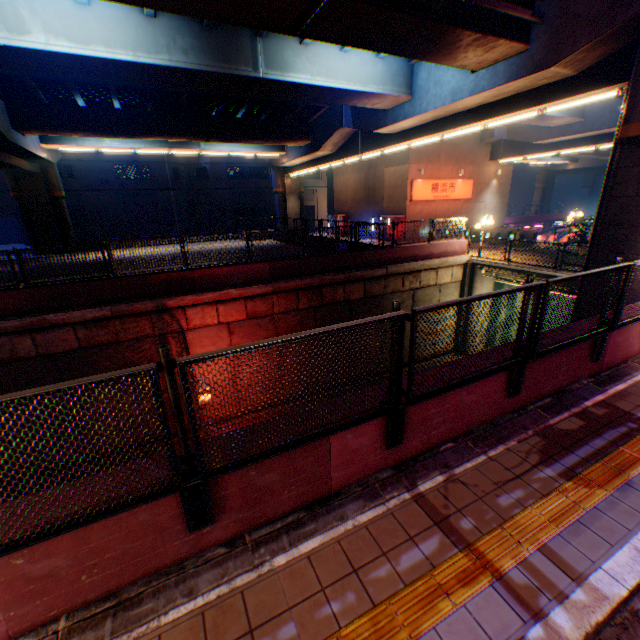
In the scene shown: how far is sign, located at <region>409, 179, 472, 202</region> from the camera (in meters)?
25.39

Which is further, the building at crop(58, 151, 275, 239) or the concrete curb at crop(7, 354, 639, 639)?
the building at crop(58, 151, 275, 239)

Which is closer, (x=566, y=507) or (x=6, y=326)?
(x=566, y=507)

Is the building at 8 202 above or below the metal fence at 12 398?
above

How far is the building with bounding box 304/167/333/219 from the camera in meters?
46.9

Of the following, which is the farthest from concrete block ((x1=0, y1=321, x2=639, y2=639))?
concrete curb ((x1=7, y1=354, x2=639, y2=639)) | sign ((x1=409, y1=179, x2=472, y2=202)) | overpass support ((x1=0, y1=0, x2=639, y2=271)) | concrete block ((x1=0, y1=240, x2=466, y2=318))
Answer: sign ((x1=409, y1=179, x2=472, y2=202))

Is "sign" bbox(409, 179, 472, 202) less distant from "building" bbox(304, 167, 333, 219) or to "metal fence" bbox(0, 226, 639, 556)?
"metal fence" bbox(0, 226, 639, 556)

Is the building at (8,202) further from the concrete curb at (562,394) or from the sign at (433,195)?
the concrete curb at (562,394)
